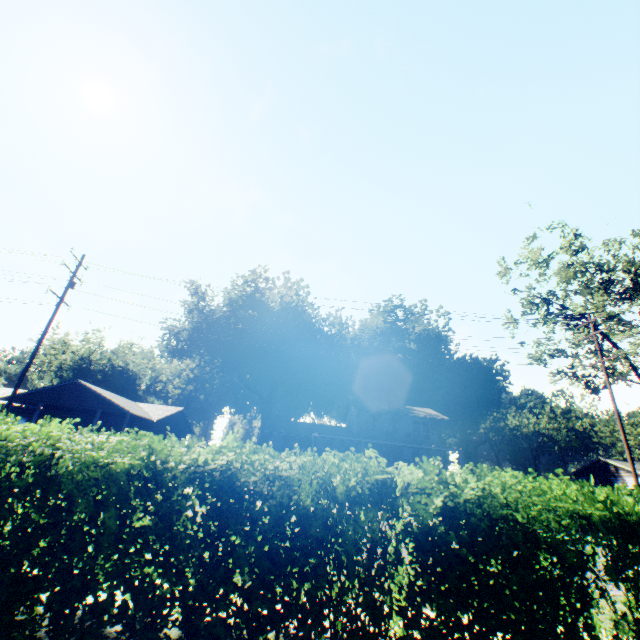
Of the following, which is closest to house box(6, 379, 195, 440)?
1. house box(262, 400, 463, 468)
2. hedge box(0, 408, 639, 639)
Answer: house box(262, 400, 463, 468)

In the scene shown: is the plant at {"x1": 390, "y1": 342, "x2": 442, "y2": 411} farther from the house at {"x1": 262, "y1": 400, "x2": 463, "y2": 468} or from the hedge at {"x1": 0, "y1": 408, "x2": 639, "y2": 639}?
the hedge at {"x1": 0, "y1": 408, "x2": 639, "y2": 639}

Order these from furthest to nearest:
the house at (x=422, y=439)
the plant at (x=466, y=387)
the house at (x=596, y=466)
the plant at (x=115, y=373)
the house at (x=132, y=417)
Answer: the plant at (x=115, y=373)
the plant at (x=466, y=387)
the house at (x=596, y=466)
the house at (x=422, y=439)
the house at (x=132, y=417)

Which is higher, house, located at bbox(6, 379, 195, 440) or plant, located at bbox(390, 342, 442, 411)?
plant, located at bbox(390, 342, 442, 411)

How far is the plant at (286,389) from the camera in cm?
4922

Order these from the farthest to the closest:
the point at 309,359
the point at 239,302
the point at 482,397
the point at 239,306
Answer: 1. the point at 482,397
2. the point at 239,306
3. the point at 239,302
4. the point at 309,359

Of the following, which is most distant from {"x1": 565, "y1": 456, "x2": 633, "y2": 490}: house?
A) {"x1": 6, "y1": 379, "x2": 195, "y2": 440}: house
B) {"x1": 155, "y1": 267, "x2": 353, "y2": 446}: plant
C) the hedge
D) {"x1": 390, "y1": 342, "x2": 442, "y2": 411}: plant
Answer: {"x1": 6, "y1": 379, "x2": 195, "y2": 440}: house

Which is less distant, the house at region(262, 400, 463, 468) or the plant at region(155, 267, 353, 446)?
the house at region(262, 400, 463, 468)
